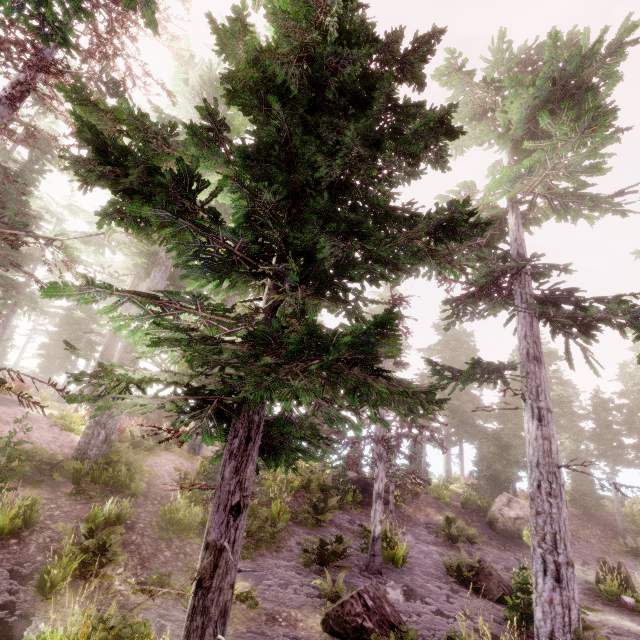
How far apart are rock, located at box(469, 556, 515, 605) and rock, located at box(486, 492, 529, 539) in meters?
7.5 m

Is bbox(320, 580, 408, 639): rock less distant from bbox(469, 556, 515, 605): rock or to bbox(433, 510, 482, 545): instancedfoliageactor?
bbox(433, 510, 482, 545): instancedfoliageactor

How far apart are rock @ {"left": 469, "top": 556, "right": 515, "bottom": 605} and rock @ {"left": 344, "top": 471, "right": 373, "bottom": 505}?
8.1m

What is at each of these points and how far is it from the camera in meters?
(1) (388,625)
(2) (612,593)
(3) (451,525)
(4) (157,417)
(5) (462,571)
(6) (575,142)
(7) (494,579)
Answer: (1) rock, 7.1
(2) instancedfoliageactor, 12.2
(3) instancedfoliageactor, 17.7
(4) rock, 25.5
(5) instancedfoliageactor, 11.7
(6) instancedfoliageactor, 8.9
(7) rock, 11.4

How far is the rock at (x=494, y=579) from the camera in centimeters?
1084cm

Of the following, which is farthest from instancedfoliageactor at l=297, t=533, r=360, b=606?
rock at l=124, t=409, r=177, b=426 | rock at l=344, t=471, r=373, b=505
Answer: rock at l=344, t=471, r=373, b=505

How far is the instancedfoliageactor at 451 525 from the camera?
16.69m

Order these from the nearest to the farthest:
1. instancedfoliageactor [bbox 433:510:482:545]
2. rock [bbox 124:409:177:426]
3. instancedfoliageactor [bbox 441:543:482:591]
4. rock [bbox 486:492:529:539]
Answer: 1. instancedfoliageactor [bbox 441:543:482:591]
2. instancedfoliageactor [bbox 433:510:482:545]
3. rock [bbox 486:492:529:539]
4. rock [bbox 124:409:177:426]
